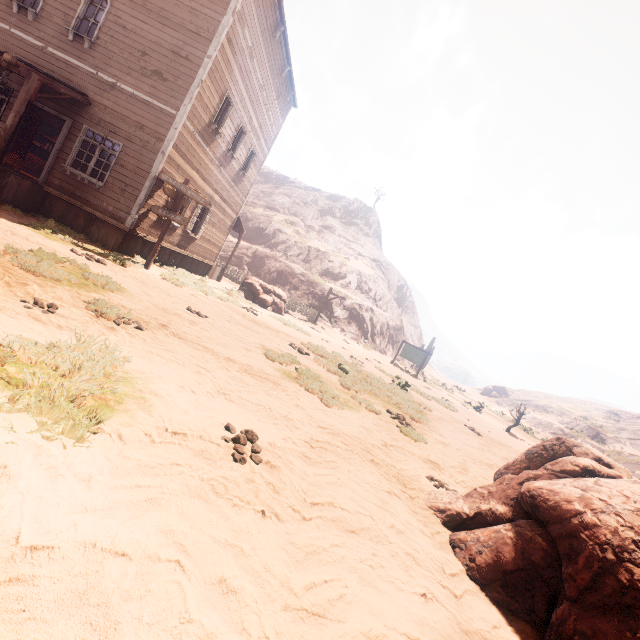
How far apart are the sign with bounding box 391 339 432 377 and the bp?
24.21m

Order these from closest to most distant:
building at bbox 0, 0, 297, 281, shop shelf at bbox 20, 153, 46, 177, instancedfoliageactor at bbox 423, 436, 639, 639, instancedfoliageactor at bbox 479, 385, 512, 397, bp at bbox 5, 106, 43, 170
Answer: instancedfoliageactor at bbox 423, 436, 639, 639, building at bbox 0, 0, 297, 281, bp at bbox 5, 106, 43, 170, shop shelf at bbox 20, 153, 46, 177, instancedfoliageactor at bbox 479, 385, 512, 397

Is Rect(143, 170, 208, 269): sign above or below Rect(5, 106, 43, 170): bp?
above

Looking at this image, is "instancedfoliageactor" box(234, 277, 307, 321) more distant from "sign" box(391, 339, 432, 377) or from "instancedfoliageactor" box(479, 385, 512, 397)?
"instancedfoliageactor" box(479, 385, 512, 397)

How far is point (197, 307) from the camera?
9.1m

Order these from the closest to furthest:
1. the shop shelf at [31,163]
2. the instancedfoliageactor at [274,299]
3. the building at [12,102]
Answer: the building at [12,102]
the shop shelf at [31,163]
the instancedfoliageactor at [274,299]

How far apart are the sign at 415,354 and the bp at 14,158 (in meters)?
24.21

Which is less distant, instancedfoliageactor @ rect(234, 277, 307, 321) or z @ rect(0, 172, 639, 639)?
z @ rect(0, 172, 639, 639)
